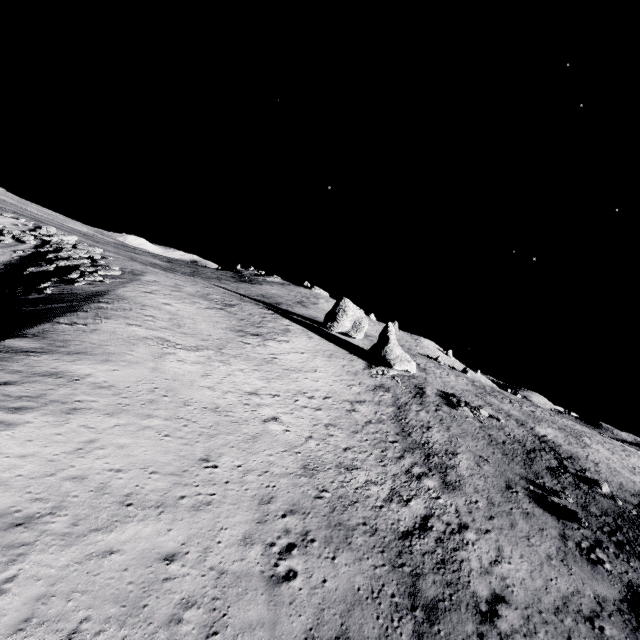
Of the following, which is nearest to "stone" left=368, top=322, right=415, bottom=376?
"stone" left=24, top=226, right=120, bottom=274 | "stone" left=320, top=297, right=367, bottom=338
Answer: "stone" left=320, top=297, right=367, bottom=338

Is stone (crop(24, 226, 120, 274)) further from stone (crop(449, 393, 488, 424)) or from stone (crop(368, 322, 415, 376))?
stone (crop(449, 393, 488, 424))

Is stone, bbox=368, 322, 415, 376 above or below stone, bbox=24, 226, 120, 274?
above

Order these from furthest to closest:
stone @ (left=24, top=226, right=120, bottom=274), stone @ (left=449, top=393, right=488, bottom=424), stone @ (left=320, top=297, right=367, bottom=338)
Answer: stone @ (left=320, top=297, right=367, bottom=338), stone @ (left=449, top=393, right=488, bottom=424), stone @ (left=24, top=226, right=120, bottom=274)

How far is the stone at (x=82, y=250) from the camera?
34.9m

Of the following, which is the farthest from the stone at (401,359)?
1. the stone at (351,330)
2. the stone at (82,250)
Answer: the stone at (82,250)

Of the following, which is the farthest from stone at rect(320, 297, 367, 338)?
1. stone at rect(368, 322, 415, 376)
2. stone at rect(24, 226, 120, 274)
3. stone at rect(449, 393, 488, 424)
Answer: stone at rect(24, 226, 120, 274)

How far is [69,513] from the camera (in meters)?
9.90
